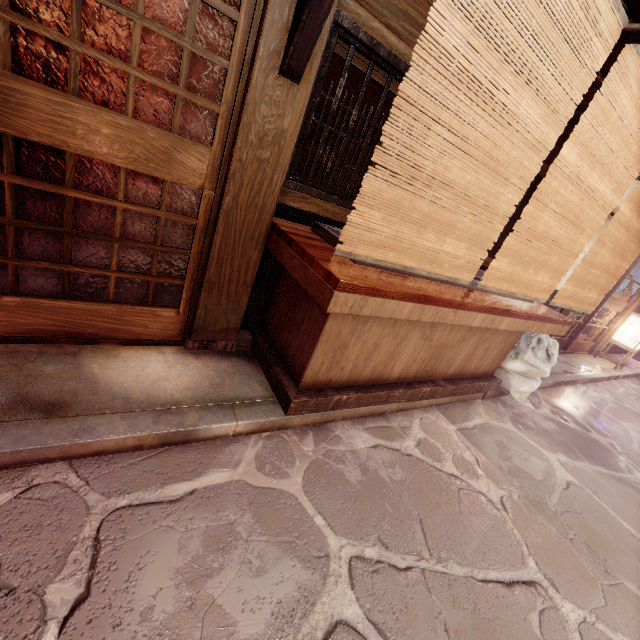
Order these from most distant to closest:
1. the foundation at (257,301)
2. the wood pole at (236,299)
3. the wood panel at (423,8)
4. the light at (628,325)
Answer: the light at (628,325)
the foundation at (257,301)
the wood panel at (423,8)
the wood pole at (236,299)

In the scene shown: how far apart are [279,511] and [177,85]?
5.1 meters

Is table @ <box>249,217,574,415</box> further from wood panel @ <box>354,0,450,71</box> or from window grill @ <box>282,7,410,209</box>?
wood panel @ <box>354,0,450,71</box>

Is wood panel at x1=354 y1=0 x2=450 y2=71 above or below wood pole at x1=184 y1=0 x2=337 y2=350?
above

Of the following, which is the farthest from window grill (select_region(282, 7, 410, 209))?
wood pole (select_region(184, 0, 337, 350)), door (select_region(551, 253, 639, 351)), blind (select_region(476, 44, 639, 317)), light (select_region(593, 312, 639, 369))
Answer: light (select_region(593, 312, 639, 369))

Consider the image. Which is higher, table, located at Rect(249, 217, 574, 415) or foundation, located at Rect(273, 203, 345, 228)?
foundation, located at Rect(273, 203, 345, 228)

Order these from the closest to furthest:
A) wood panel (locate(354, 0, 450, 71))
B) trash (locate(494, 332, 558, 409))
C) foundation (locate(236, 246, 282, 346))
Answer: wood panel (locate(354, 0, 450, 71)) → foundation (locate(236, 246, 282, 346)) → trash (locate(494, 332, 558, 409))

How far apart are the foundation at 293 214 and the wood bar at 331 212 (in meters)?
0.25
